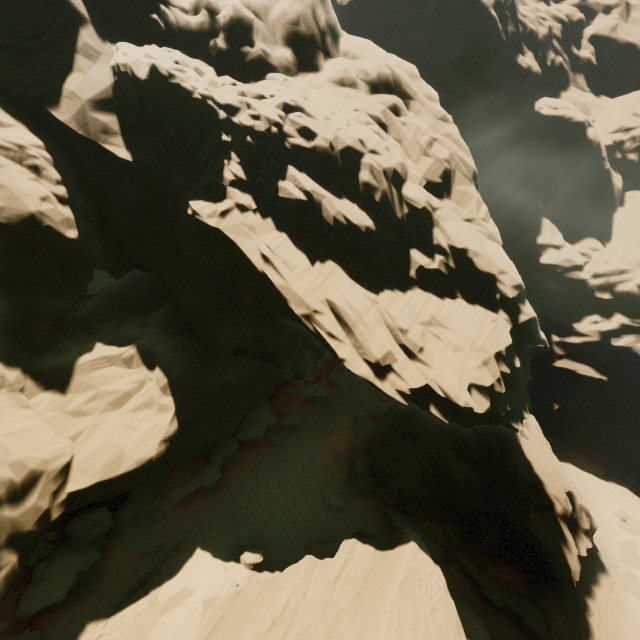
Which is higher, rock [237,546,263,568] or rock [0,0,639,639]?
rock [0,0,639,639]

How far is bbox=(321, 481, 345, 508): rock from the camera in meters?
23.4 m

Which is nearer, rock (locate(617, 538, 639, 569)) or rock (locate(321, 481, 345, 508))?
rock (locate(321, 481, 345, 508))

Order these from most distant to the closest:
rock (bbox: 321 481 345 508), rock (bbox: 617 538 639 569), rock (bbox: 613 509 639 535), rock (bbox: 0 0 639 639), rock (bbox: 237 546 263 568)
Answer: rock (bbox: 613 509 639 535) → rock (bbox: 617 538 639 569) → rock (bbox: 321 481 345 508) → rock (bbox: 237 546 263 568) → rock (bbox: 0 0 639 639)

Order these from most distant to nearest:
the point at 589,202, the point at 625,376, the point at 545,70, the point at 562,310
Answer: the point at 545,70, the point at 589,202, the point at 562,310, the point at 625,376

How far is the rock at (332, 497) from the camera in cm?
2339
